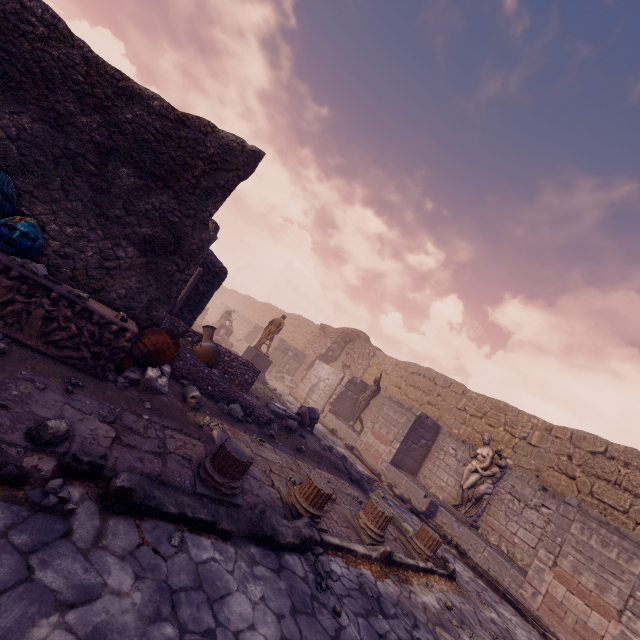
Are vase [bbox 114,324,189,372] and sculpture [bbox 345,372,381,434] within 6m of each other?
no

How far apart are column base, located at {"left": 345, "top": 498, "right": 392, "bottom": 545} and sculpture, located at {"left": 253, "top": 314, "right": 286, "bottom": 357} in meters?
10.0

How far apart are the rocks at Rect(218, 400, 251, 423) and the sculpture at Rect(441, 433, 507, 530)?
7.5m

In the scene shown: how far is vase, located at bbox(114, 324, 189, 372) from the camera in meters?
5.0

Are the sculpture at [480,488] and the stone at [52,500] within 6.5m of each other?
no

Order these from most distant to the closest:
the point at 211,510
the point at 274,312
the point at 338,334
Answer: the point at 274,312 < the point at 338,334 < the point at 211,510

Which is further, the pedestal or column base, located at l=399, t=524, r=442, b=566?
the pedestal

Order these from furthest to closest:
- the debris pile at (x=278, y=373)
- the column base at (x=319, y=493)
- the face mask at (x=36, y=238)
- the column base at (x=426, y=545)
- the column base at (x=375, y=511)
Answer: the debris pile at (x=278, y=373)
the column base at (x=426, y=545)
the column base at (x=375, y=511)
the column base at (x=319, y=493)
the face mask at (x=36, y=238)
